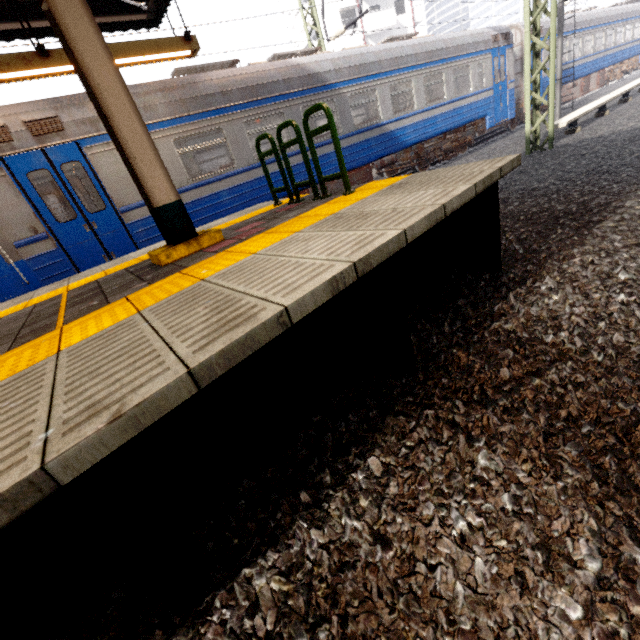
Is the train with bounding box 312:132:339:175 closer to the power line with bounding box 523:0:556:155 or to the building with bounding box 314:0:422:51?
the power line with bounding box 523:0:556:155

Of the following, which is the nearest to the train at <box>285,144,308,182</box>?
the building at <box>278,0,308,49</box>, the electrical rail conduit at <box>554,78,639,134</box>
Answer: the electrical rail conduit at <box>554,78,639,134</box>

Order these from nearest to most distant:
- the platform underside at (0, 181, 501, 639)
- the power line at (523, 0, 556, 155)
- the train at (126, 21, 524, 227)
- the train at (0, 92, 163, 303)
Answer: the platform underside at (0, 181, 501, 639) < the train at (0, 92, 163, 303) < the train at (126, 21, 524, 227) < the power line at (523, 0, 556, 155)

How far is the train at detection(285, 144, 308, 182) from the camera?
8.3 meters

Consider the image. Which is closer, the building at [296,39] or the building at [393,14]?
the building at [393,14]

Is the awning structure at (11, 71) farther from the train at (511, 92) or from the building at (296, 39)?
the building at (296, 39)

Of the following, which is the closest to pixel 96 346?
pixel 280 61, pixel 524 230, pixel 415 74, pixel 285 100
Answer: pixel 524 230
